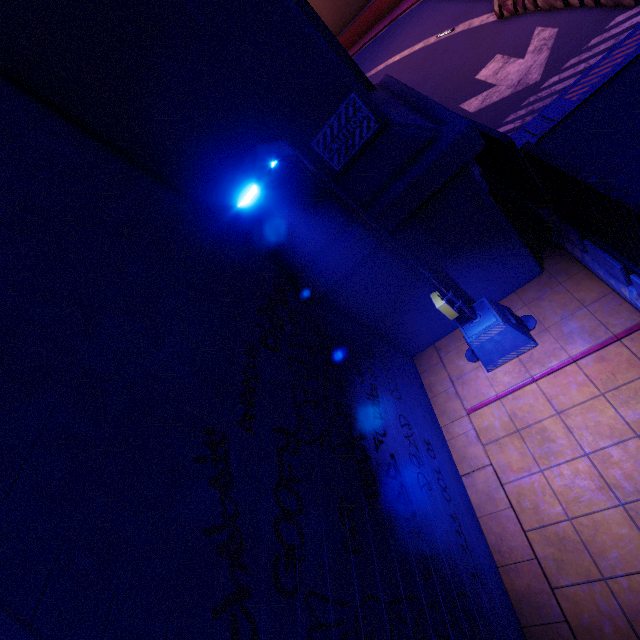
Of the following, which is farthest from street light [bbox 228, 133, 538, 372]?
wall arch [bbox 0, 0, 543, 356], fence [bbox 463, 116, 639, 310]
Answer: fence [bbox 463, 116, 639, 310]

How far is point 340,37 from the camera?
27.6m

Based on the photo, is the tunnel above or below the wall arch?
below

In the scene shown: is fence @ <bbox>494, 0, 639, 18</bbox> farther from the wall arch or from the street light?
the street light

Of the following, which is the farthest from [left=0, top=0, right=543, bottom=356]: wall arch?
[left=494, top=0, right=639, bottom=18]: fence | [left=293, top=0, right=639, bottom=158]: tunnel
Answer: [left=494, top=0, right=639, bottom=18]: fence

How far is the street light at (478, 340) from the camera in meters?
2.4 m

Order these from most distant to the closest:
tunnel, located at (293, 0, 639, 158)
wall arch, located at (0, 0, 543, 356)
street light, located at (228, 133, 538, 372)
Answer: tunnel, located at (293, 0, 639, 158)
wall arch, located at (0, 0, 543, 356)
street light, located at (228, 133, 538, 372)

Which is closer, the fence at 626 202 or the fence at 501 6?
the fence at 626 202
